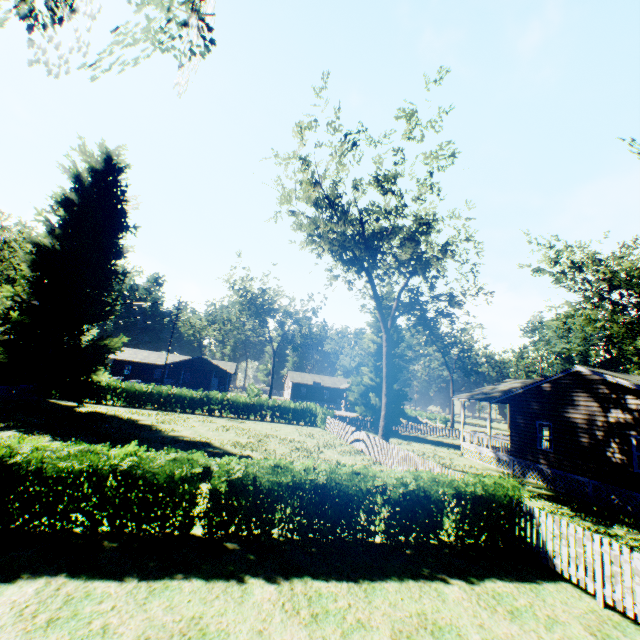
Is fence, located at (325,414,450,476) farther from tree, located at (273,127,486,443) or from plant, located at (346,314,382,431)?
tree, located at (273,127,486,443)

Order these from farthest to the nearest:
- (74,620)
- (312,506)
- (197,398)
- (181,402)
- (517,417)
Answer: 1. (197,398)
2. (181,402)
3. (517,417)
4. (312,506)
5. (74,620)

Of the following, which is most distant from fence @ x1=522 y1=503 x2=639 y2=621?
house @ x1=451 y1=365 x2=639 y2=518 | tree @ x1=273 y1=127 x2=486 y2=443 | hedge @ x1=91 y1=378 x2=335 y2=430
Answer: house @ x1=451 y1=365 x2=639 y2=518

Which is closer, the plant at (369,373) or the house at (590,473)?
the house at (590,473)

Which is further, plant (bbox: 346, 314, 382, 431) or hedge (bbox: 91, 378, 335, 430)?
plant (bbox: 346, 314, 382, 431)

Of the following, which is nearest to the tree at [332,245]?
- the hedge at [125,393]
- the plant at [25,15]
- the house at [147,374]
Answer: the plant at [25,15]

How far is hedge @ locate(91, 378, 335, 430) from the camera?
29.70m

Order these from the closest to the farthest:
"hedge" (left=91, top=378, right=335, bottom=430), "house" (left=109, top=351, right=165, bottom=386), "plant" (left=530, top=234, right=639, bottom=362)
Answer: "hedge" (left=91, top=378, right=335, bottom=430), "plant" (left=530, top=234, right=639, bottom=362), "house" (left=109, top=351, right=165, bottom=386)
